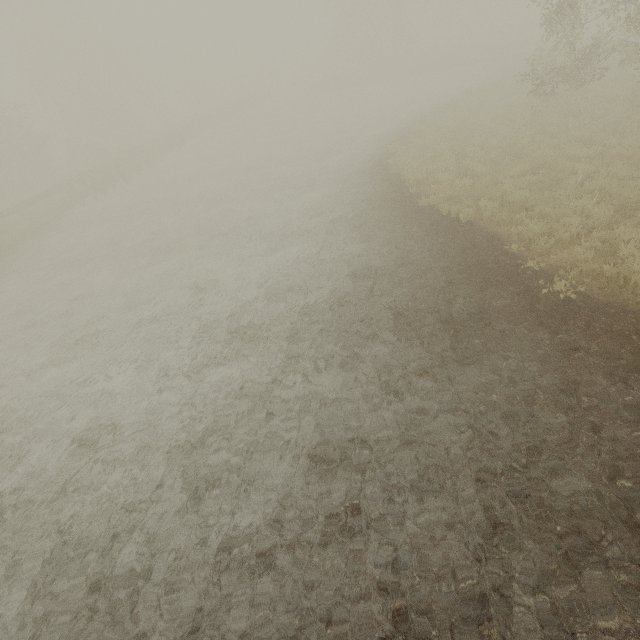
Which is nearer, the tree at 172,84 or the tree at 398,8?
the tree at 398,8

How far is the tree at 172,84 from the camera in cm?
5683

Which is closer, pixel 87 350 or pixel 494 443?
pixel 494 443

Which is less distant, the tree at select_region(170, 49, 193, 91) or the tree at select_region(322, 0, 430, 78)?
the tree at select_region(322, 0, 430, 78)

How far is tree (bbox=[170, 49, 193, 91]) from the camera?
56.8 meters
